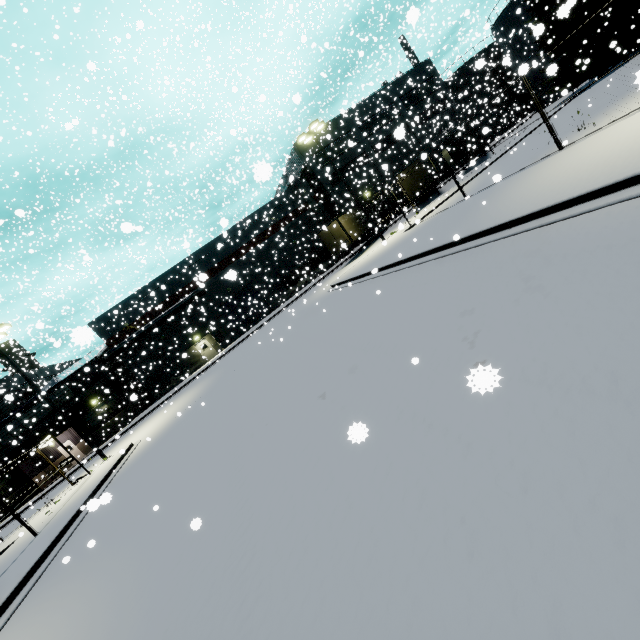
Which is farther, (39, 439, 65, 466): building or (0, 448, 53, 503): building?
(39, 439, 65, 466): building

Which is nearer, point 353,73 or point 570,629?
point 570,629

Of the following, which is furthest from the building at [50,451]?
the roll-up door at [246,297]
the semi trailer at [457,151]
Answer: the semi trailer at [457,151]

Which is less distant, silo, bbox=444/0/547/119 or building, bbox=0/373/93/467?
silo, bbox=444/0/547/119

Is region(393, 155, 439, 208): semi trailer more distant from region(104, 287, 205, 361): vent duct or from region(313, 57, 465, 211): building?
region(104, 287, 205, 361): vent duct

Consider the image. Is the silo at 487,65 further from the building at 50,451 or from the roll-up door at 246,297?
the roll-up door at 246,297
